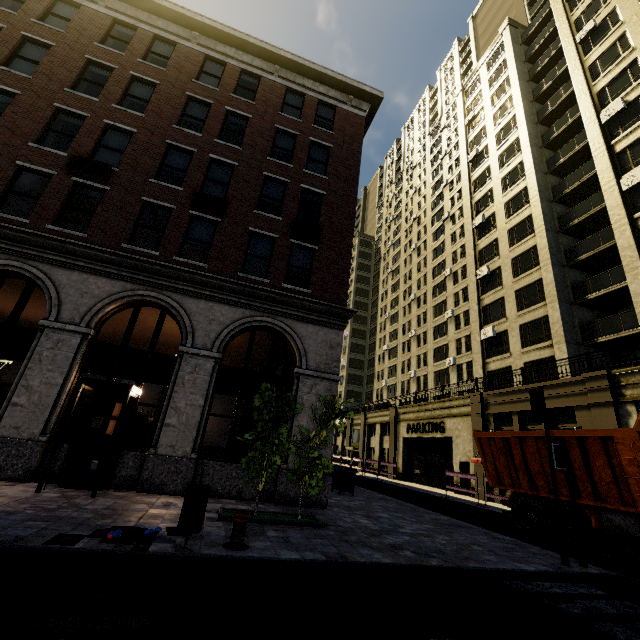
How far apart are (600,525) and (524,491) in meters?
2.1 m

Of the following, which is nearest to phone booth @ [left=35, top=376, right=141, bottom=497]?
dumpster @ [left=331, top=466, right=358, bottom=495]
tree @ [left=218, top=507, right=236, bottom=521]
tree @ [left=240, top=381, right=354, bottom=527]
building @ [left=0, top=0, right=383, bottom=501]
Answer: building @ [left=0, top=0, right=383, bottom=501]

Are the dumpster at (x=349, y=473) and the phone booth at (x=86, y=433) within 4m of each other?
no

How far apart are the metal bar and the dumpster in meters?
9.4

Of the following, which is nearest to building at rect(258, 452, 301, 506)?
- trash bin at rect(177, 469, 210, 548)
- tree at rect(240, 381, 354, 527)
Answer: tree at rect(240, 381, 354, 527)

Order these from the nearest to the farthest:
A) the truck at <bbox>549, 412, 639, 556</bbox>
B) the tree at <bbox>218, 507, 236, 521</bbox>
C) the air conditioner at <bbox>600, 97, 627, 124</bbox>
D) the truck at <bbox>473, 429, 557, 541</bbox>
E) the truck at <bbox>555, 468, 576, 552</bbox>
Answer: the tree at <bbox>218, 507, 236, 521</bbox>
the truck at <bbox>549, 412, 639, 556</bbox>
the truck at <bbox>555, 468, 576, 552</bbox>
the truck at <bbox>473, 429, 557, 541</bbox>
the air conditioner at <bbox>600, 97, 627, 124</bbox>

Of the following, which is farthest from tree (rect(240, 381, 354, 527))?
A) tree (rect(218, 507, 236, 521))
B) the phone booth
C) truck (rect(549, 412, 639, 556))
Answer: truck (rect(549, 412, 639, 556))

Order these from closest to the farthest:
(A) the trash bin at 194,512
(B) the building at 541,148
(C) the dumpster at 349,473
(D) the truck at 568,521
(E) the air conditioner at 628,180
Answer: (A) the trash bin at 194,512 < (D) the truck at 568,521 < (C) the dumpster at 349,473 < (E) the air conditioner at 628,180 < (B) the building at 541,148
